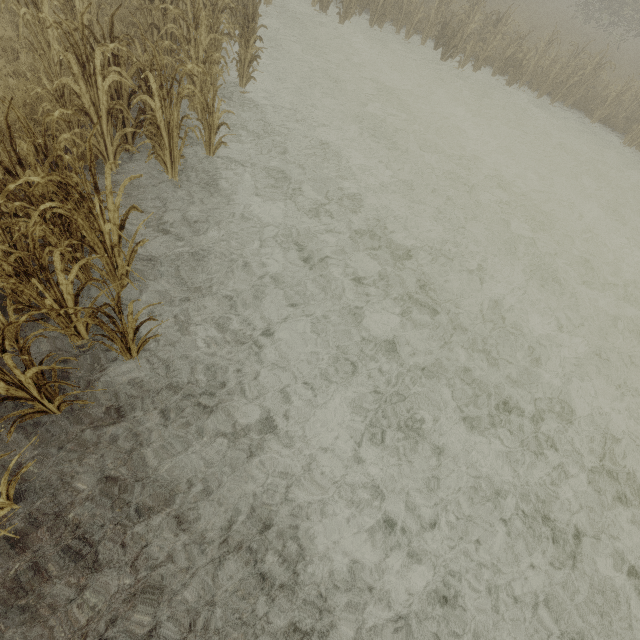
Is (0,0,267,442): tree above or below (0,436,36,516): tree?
above

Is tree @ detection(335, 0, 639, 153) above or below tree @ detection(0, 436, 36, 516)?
above

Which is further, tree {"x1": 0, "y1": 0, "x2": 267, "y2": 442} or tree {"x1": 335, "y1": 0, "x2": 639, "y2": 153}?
tree {"x1": 335, "y1": 0, "x2": 639, "y2": 153}

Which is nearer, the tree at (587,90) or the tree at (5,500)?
the tree at (5,500)

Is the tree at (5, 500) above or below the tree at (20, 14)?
below

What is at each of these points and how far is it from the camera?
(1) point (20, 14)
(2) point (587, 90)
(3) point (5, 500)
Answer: (1) tree, 4.1 meters
(2) tree, 13.1 meters
(3) tree, 2.6 meters
